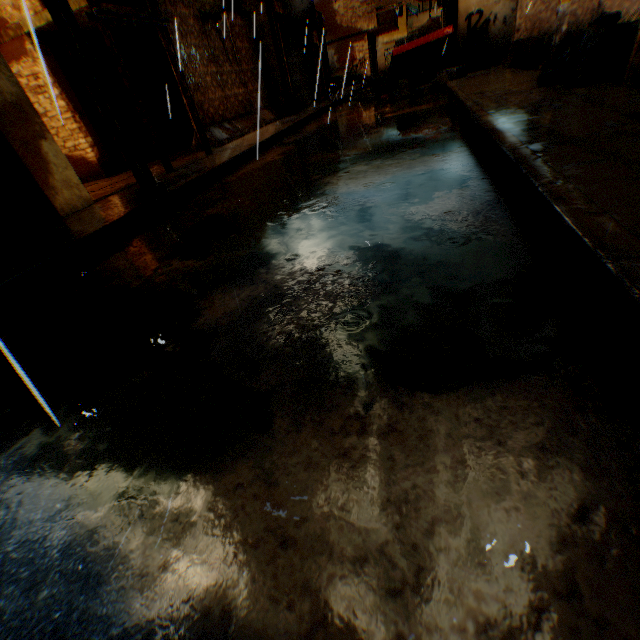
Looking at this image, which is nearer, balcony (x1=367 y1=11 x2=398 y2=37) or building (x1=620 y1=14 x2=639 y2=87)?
building (x1=620 y1=14 x2=639 y2=87)

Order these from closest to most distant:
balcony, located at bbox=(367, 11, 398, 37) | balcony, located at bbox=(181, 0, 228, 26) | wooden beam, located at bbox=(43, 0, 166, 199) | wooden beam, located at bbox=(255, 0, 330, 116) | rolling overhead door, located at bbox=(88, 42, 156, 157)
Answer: wooden beam, located at bbox=(43, 0, 166, 199), rolling overhead door, located at bbox=(88, 42, 156, 157), balcony, located at bbox=(181, 0, 228, 26), wooden beam, located at bbox=(255, 0, 330, 116), balcony, located at bbox=(367, 11, 398, 37)

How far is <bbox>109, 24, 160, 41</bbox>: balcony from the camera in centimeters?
896cm

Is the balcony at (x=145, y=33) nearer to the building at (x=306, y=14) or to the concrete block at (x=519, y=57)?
the building at (x=306, y=14)

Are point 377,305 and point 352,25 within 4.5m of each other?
no

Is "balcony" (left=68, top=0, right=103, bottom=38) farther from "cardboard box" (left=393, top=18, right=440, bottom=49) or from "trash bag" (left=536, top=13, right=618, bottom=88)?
"trash bag" (left=536, top=13, right=618, bottom=88)

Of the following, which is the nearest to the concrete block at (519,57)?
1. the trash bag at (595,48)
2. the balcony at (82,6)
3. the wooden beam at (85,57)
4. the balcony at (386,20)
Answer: the trash bag at (595,48)

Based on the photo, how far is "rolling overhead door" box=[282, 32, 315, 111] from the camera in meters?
14.3
